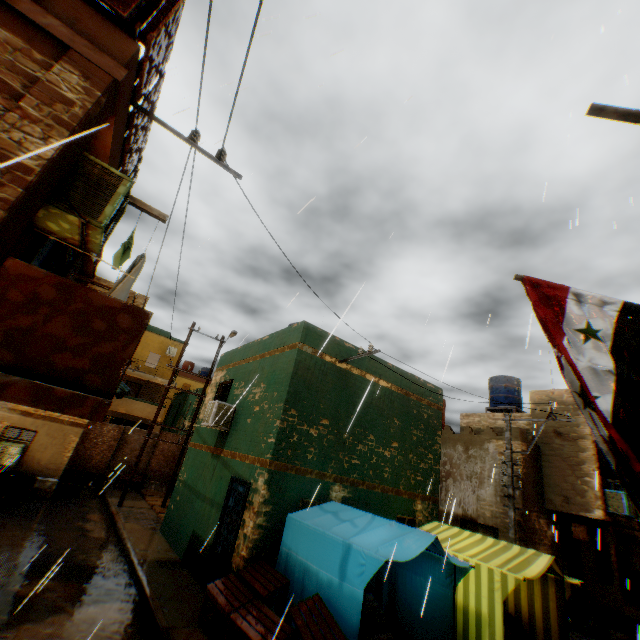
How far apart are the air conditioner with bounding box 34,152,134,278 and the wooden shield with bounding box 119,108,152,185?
0.61m

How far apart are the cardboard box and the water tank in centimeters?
2146cm

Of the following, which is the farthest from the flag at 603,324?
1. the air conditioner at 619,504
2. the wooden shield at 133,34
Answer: the air conditioner at 619,504

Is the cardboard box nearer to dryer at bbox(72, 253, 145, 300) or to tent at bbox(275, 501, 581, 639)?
dryer at bbox(72, 253, 145, 300)

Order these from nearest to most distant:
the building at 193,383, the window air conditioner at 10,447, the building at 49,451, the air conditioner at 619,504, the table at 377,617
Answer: the table at 377,617 → the air conditioner at 619,504 → the window air conditioner at 10,447 → the building at 49,451 → the building at 193,383

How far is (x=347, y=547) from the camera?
5.9m

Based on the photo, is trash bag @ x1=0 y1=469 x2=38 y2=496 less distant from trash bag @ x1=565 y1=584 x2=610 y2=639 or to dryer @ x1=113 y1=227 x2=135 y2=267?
dryer @ x1=113 y1=227 x2=135 y2=267

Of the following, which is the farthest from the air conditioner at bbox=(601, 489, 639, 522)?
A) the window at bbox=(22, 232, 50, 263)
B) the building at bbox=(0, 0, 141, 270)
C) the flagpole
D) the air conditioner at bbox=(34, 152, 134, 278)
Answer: the window at bbox=(22, 232, 50, 263)
